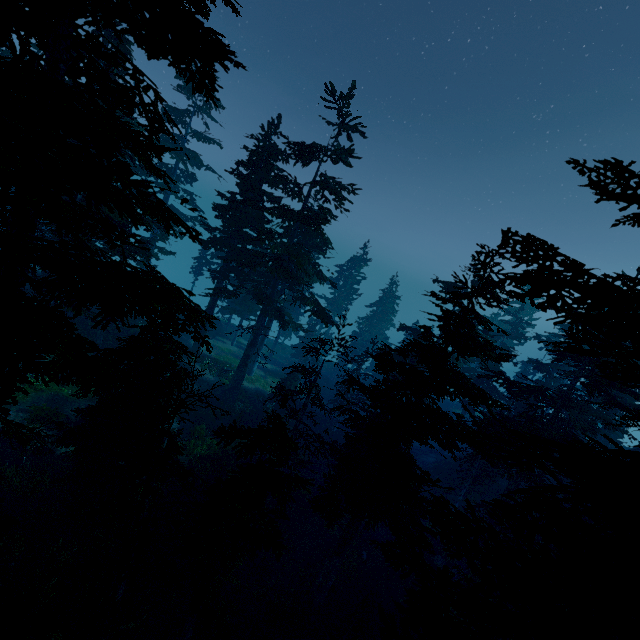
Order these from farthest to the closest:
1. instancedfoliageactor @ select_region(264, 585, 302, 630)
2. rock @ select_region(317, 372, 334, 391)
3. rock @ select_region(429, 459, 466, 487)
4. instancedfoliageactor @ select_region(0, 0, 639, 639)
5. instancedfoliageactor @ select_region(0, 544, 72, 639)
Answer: rock @ select_region(317, 372, 334, 391) < rock @ select_region(429, 459, 466, 487) < instancedfoliageactor @ select_region(264, 585, 302, 630) < instancedfoliageactor @ select_region(0, 544, 72, 639) < instancedfoliageactor @ select_region(0, 0, 639, 639)

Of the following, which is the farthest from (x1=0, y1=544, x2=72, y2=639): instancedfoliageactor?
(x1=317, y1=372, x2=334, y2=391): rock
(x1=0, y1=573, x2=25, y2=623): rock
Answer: (x1=317, y1=372, x2=334, y2=391): rock

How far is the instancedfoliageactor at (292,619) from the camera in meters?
15.9

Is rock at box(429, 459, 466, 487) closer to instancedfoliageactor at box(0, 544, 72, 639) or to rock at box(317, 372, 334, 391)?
instancedfoliageactor at box(0, 544, 72, 639)

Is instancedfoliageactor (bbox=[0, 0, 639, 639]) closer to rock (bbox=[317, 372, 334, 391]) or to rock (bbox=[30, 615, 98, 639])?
rock (bbox=[30, 615, 98, 639])

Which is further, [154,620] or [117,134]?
[154,620]

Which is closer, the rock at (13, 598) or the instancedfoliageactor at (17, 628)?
the instancedfoliageactor at (17, 628)
